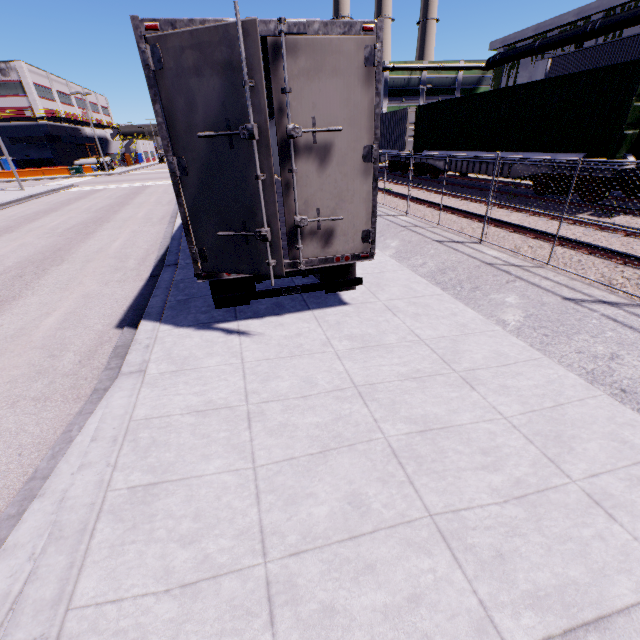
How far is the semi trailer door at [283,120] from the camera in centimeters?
372cm

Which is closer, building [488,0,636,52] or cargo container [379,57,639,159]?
cargo container [379,57,639,159]

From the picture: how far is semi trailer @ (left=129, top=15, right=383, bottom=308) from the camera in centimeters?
336cm

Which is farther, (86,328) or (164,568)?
(86,328)

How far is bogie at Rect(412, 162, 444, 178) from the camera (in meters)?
18.78

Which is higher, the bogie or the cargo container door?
the cargo container door

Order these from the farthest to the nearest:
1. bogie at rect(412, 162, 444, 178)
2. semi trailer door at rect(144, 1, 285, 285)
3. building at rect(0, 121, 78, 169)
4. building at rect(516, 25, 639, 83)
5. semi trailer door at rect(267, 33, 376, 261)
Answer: building at rect(0, 121, 78, 169), bogie at rect(412, 162, 444, 178), building at rect(516, 25, 639, 83), semi trailer door at rect(267, 33, 376, 261), semi trailer door at rect(144, 1, 285, 285)

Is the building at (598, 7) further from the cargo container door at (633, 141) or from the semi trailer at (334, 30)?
the cargo container door at (633, 141)
